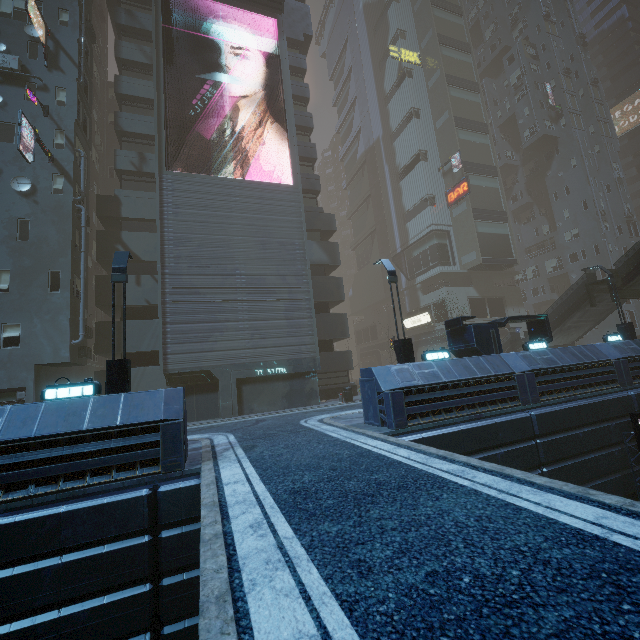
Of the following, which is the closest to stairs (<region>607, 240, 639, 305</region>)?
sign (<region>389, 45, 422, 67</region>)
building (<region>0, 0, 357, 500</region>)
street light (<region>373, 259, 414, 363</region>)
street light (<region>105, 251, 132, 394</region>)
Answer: building (<region>0, 0, 357, 500</region>)

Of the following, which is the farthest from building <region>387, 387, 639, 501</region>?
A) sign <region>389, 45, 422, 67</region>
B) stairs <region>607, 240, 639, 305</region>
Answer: stairs <region>607, 240, 639, 305</region>

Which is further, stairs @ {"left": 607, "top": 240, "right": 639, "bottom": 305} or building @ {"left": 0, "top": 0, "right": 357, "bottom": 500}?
stairs @ {"left": 607, "top": 240, "right": 639, "bottom": 305}

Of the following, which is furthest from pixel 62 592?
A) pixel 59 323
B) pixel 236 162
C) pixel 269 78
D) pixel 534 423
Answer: pixel 236 162

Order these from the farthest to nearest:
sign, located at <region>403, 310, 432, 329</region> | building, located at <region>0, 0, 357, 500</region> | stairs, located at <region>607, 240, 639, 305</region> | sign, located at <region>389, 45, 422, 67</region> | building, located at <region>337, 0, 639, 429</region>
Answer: sign, located at <region>389, 45, 422, 67</region> → sign, located at <region>403, 310, 432, 329</region> → stairs, located at <region>607, 240, 639, 305</region> → building, located at <region>337, 0, 639, 429</region> → building, located at <region>0, 0, 357, 500</region>

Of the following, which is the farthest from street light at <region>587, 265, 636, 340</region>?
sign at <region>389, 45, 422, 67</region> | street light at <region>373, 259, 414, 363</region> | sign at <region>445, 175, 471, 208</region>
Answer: sign at <region>389, 45, 422, 67</region>

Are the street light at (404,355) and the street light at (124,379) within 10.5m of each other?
yes

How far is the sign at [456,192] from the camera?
36.2m
